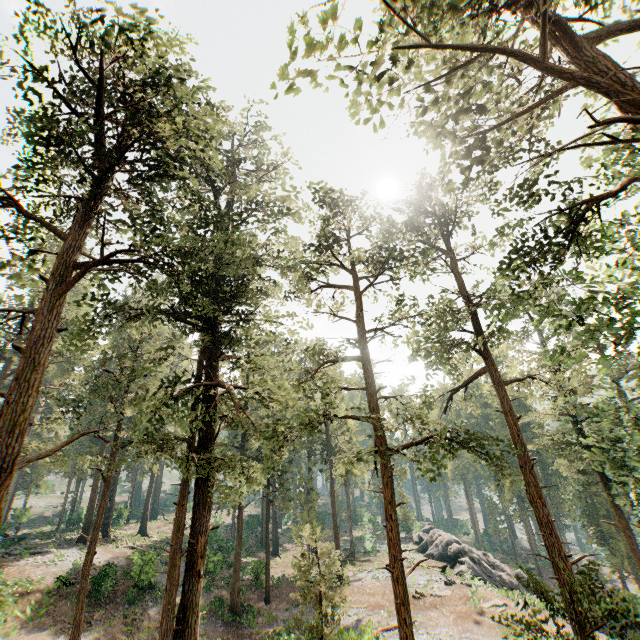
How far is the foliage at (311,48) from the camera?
7.10m

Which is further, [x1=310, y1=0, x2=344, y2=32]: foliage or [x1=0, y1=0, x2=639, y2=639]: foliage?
[x1=0, y1=0, x2=639, y2=639]: foliage

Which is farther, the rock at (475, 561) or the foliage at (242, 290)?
the rock at (475, 561)

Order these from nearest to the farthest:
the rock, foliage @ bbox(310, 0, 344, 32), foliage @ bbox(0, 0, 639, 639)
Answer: foliage @ bbox(310, 0, 344, 32), foliage @ bbox(0, 0, 639, 639), the rock

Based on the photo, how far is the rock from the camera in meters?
32.3

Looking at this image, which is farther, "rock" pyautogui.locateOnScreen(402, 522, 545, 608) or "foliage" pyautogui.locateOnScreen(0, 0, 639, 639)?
"rock" pyautogui.locateOnScreen(402, 522, 545, 608)

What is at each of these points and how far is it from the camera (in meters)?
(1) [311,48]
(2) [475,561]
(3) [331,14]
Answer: →
(1) foliage, 7.28
(2) rock, 34.50
(3) foliage, 6.84
